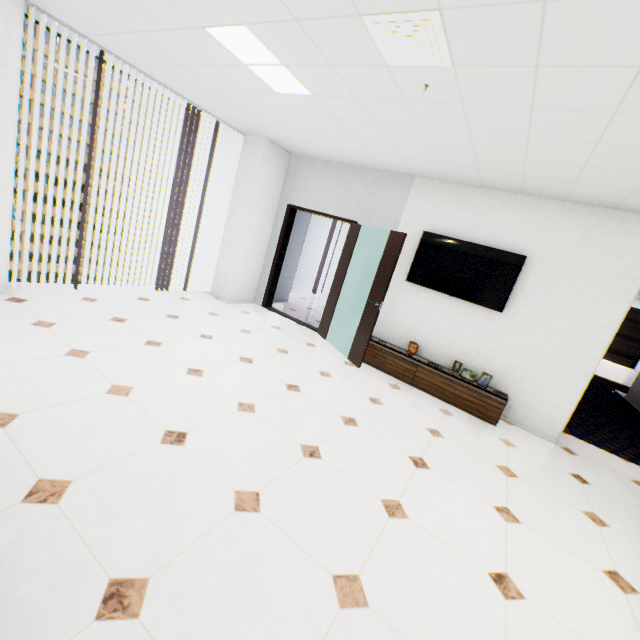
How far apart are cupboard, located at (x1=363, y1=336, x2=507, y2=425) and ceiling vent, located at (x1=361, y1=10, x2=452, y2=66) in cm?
352

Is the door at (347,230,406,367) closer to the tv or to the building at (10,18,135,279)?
the tv

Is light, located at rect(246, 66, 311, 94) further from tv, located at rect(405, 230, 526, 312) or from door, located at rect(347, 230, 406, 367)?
tv, located at rect(405, 230, 526, 312)

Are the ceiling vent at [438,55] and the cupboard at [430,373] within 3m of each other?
no

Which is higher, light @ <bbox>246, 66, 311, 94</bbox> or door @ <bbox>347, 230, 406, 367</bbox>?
light @ <bbox>246, 66, 311, 94</bbox>

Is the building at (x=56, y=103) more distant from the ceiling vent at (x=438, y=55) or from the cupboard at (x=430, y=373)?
the ceiling vent at (x=438, y=55)

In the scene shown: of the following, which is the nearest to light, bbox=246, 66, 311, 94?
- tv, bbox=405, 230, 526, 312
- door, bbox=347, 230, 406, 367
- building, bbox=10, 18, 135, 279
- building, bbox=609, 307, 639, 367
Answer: door, bbox=347, 230, 406, 367

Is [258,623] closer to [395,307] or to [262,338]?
[262,338]
